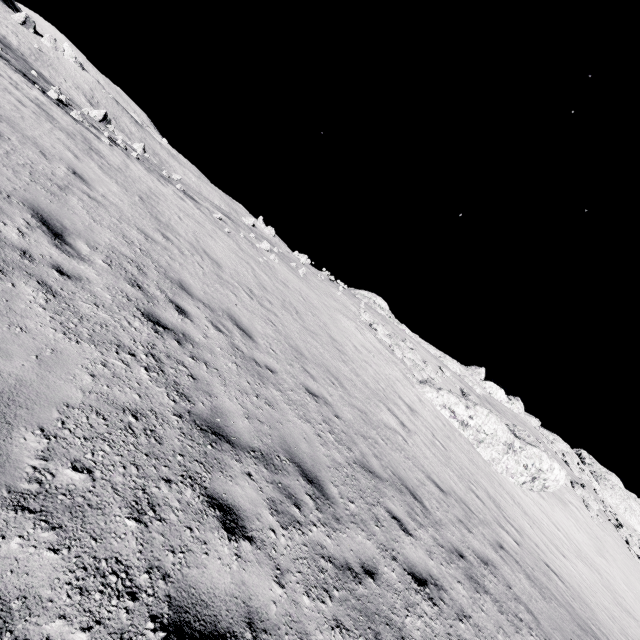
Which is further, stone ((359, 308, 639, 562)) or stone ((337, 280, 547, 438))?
stone ((337, 280, 547, 438))

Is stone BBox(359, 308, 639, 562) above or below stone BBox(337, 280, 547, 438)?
below

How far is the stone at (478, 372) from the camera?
34.72m

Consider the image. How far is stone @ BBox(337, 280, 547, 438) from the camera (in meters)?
34.72

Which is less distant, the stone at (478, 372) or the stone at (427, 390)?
the stone at (427, 390)

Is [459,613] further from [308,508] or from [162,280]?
[162,280]
